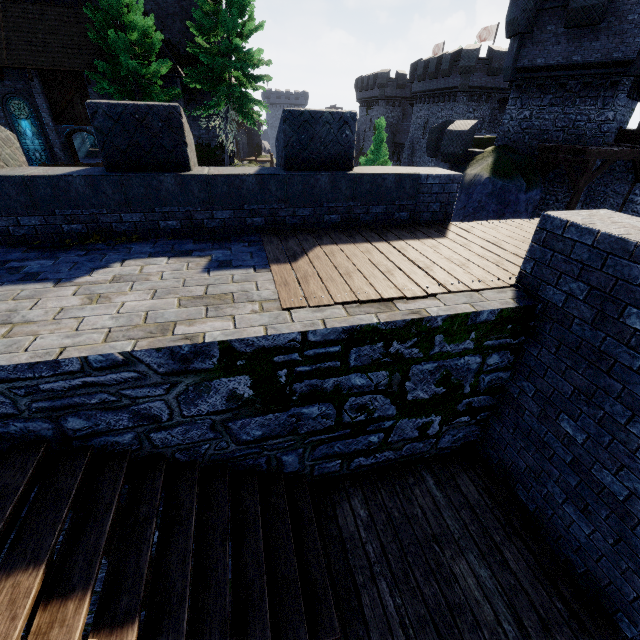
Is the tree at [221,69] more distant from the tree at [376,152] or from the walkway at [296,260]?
the walkway at [296,260]

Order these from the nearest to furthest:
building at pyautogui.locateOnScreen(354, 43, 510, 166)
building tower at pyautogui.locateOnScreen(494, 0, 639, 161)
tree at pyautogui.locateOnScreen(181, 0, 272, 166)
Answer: building tower at pyautogui.locateOnScreen(494, 0, 639, 161) → tree at pyautogui.locateOnScreen(181, 0, 272, 166) → building at pyautogui.locateOnScreen(354, 43, 510, 166)

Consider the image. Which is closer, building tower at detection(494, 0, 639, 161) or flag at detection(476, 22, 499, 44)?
building tower at detection(494, 0, 639, 161)

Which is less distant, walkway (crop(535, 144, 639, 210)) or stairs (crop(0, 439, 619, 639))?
stairs (crop(0, 439, 619, 639))

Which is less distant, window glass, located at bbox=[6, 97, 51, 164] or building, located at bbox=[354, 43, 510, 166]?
window glass, located at bbox=[6, 97, 51, 164]

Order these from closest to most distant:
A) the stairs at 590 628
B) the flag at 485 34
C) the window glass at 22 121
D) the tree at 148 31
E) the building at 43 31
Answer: the stairs at 590 628
the tree at 148 31
the building at 43 31
the window glass at 22 121
the flag at 485 34

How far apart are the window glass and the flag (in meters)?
46.33

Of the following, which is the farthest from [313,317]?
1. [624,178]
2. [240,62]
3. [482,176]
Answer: [240,62]
